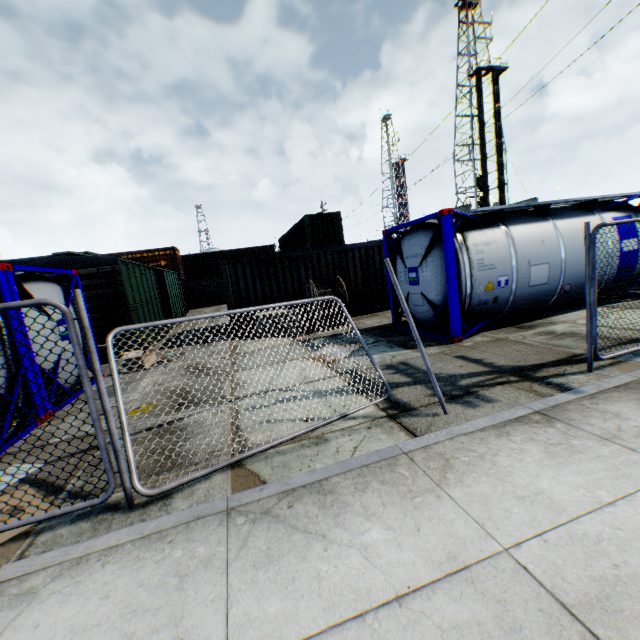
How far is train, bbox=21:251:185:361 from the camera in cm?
1053

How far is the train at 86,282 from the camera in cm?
1053

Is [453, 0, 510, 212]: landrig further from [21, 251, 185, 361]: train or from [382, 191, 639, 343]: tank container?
[21, 251, 185, 361]: train

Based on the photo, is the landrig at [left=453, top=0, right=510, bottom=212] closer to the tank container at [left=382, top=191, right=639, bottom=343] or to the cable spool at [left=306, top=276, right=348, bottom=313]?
the tank container at [left=382, top=191, right=639, bottom=343]

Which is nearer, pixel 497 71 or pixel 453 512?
pixel 453 512

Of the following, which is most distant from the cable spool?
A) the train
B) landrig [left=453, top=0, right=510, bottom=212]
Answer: landrig [left=453, top=0, right=510, bottom=212]

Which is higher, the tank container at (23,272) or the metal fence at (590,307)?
the tank container at (23,272)

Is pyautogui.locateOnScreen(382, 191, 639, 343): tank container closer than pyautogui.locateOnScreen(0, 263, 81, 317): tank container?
No
